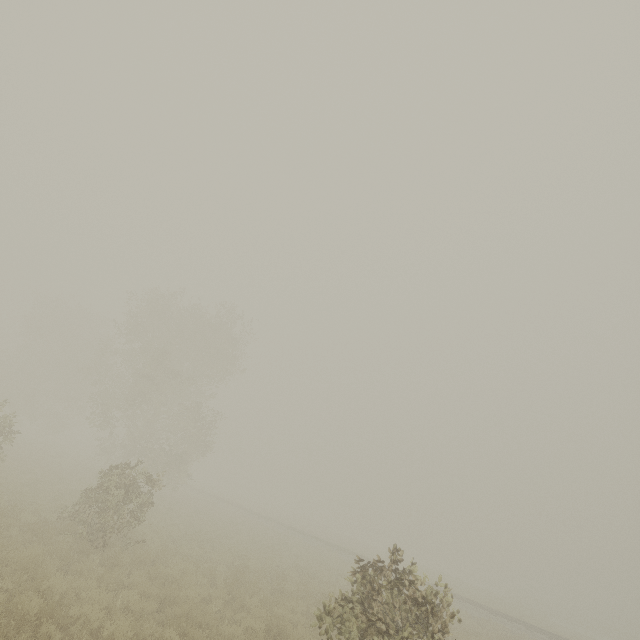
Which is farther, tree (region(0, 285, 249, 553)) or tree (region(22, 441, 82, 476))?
tree (region(22, 441, 82, 476))

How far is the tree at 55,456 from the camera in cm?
2547

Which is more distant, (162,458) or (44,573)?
(162,458)

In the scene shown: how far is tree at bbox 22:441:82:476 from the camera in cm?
2547

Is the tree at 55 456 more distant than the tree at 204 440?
Yes

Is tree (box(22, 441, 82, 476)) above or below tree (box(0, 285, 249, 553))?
below
